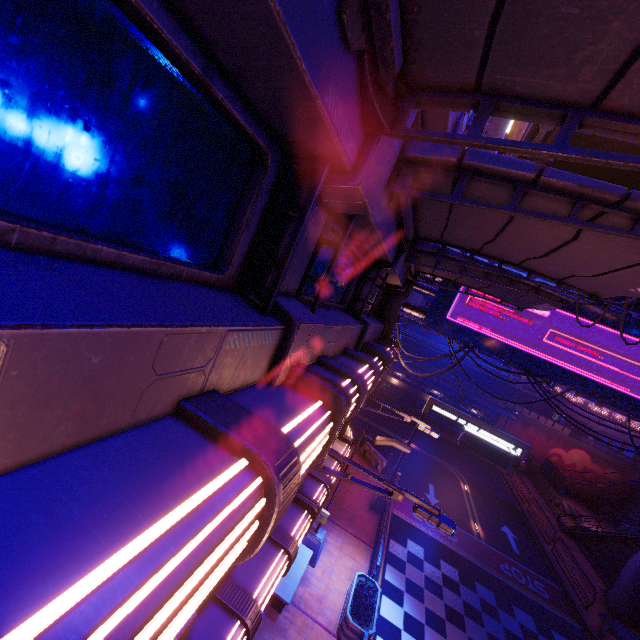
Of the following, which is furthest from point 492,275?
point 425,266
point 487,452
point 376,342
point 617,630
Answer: point 617,630

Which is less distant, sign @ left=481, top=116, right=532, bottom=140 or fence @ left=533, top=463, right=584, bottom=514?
sign @ left=481, top=116, right=532, bottom=140

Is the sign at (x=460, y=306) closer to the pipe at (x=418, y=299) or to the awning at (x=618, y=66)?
the pipe at (x=418, y=299)

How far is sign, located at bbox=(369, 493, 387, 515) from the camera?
18.05m

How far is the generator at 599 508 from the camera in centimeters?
3241cm

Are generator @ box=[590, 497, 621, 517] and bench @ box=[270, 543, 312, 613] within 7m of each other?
no

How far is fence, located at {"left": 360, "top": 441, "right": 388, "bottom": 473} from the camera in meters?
22.5 m

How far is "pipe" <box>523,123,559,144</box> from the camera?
18.4 meters
